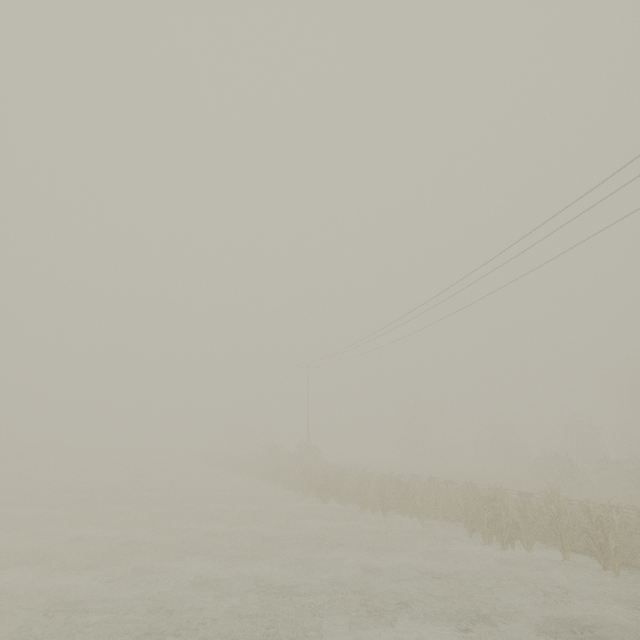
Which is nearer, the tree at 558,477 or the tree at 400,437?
the tree at 558,477

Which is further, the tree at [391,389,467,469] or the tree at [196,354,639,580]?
the tree at [391,389,467,469]

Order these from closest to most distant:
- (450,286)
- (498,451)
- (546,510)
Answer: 1. (546,510)
2. (450,286)
3. (498,451)

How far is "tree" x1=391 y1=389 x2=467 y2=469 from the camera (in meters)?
48.61

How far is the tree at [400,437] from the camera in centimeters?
4861cm
